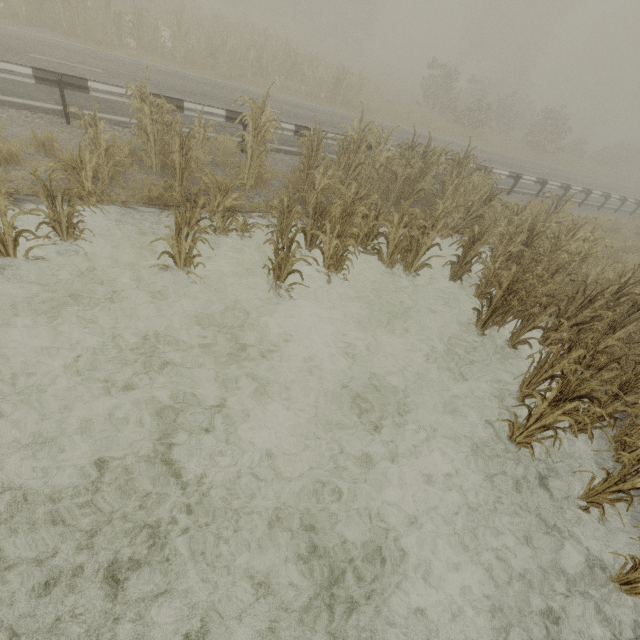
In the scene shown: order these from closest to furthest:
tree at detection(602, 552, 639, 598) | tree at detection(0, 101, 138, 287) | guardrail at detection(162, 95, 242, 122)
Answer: tree at detection(602, 552, 639, 598)
tree at detection(0, 101, 138, 287)
guardrail at detection(162, 95, 242, 122)

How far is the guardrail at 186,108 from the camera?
8.06m

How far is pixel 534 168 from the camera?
20.8 meters

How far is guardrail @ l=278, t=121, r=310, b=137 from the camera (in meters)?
9.35

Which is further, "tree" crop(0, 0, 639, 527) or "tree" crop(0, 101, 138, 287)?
"tree" crop(0, 0, 639, 527)

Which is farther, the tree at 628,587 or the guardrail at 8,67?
the guardrail at 8,67

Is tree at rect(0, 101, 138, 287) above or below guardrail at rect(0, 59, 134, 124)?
below
